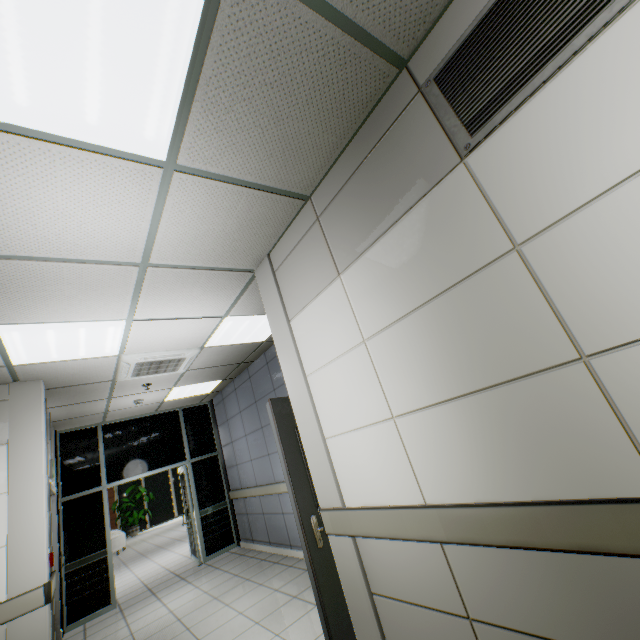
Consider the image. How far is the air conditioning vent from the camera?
4.1m

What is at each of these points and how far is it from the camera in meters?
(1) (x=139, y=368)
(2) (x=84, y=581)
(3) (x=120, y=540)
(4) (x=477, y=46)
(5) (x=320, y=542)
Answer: (1) air conditioning vent, 4.4
(2) doorway, 5.6
(3) sofa, 11.7
(4) ventilation grill, 1.4
(5) door, 2.5

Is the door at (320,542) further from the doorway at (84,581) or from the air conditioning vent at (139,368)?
the doorway at (84,581)

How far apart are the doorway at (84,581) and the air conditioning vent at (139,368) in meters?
2.9 m

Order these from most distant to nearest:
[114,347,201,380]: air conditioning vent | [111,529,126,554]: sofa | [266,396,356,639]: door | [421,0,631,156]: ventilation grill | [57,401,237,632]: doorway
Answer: [111,529,126,554]: sofa
[57,401,237,632]: doorway
[114,347,201,380]: air conditioning vent
[266,396,356,639]: door
[421,0,631,156]: ventilation grill

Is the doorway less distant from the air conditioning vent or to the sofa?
the air conditioning vent

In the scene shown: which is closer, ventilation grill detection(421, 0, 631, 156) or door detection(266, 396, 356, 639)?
ventilation grill detection(421, 0, 631, 156)

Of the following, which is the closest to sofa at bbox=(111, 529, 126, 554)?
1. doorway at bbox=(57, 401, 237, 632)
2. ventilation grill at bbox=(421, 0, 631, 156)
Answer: doorway at bbox=(57, 401, 237, 632)
